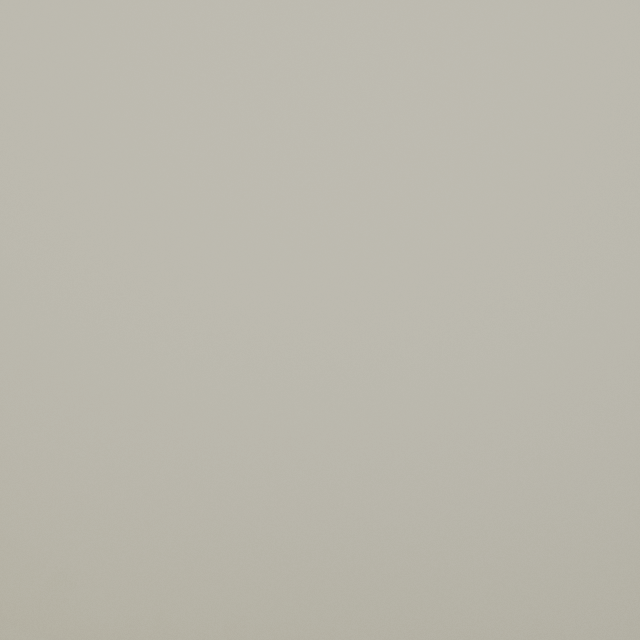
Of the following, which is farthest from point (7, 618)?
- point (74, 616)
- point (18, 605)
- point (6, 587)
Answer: point (6, 587)
